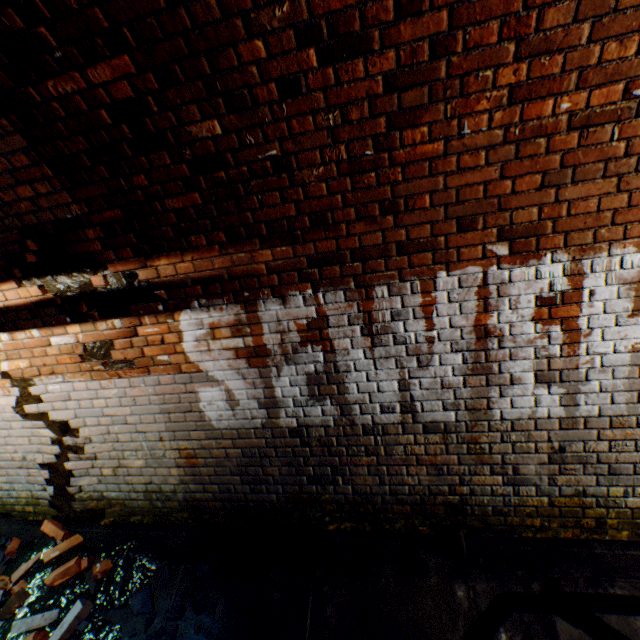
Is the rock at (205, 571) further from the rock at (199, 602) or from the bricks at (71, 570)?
the bricks at (71, 570)

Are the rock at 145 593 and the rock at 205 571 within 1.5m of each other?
yes

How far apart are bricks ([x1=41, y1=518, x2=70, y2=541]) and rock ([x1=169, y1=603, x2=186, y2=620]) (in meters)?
0.72

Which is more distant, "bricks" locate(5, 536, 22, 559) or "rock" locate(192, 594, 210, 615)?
"bricks" locate(5, 536, 22, 559)

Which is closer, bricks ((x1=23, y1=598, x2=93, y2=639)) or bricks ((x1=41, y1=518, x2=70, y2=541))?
bricks ((x1=23, y1=598, x2=93, y2=639))

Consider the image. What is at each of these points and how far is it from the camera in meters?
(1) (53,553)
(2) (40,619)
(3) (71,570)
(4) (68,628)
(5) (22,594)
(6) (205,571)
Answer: (1) bricks, 3.1
(2) bricks, 2.8
(3) bricks, 3.1
(4) bricks, 2.7
(5) bricks, 2.9
(6) rock, 2.9

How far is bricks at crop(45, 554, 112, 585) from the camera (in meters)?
3.02
